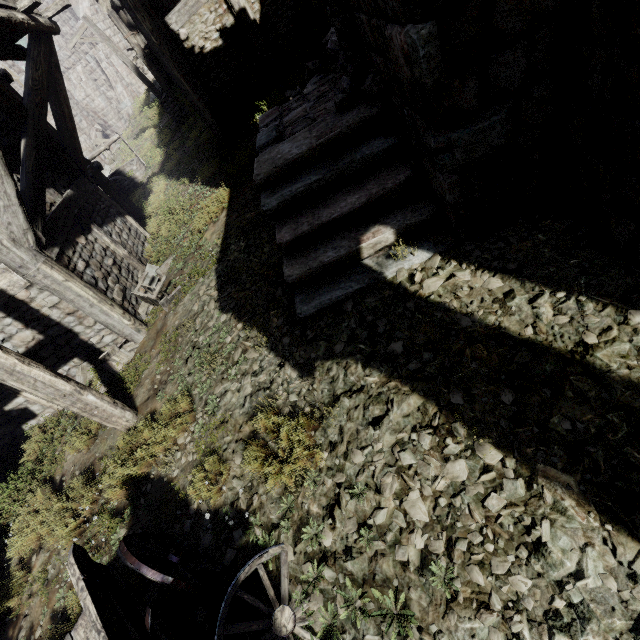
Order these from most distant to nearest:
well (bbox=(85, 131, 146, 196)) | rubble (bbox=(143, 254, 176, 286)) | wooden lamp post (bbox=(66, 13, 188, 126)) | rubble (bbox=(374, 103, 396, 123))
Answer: well (bbox=(85, 131, 146, 196))
wooden lamp post (bbox=(66, 13, 188, 126))
rubble (bbox=(143, 254, 176, 286))
rubble (bbox=(374, 103, 396, 123))

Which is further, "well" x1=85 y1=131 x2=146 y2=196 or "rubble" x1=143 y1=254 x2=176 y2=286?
"well" x1=85 y1=131 x2=146 y2=196

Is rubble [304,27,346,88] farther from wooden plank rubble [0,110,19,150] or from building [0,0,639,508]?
wooden plank rubble [0,110,19,150]

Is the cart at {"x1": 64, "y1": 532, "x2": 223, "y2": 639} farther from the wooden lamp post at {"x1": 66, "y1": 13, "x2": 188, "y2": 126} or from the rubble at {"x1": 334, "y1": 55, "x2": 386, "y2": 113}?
the wooden lamp post at {"x1": 66, "y1": 13, "x2": 188, "y2": 126}

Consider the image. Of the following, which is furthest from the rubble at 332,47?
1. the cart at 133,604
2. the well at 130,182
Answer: the well at 130,182

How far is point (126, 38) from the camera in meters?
16.7

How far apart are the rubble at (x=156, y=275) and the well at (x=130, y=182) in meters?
9.0 m

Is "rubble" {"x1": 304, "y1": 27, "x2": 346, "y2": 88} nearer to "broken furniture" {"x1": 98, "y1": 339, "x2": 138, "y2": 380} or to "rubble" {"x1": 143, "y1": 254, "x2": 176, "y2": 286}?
"rubble" {"x1": 143, "y1": 254, "x2": 176, "y2": 286}
